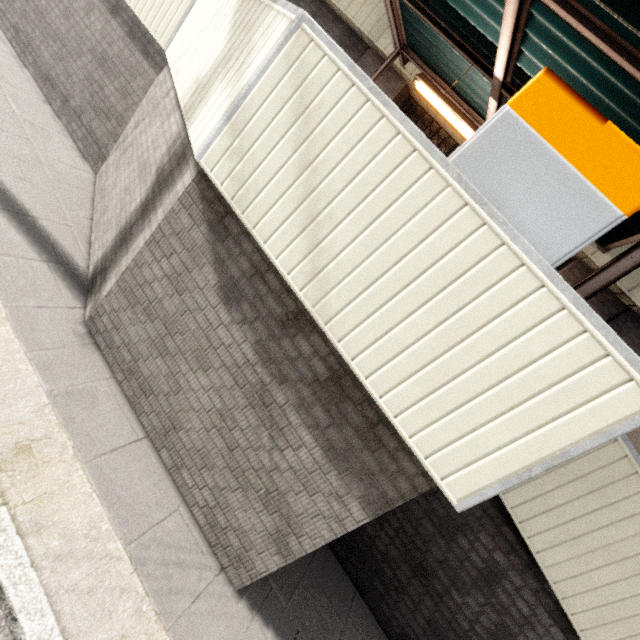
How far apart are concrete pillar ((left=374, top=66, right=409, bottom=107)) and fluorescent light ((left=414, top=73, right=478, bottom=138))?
2.8m

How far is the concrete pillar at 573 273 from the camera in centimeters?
636cm

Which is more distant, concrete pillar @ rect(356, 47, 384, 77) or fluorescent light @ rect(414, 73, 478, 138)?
concrete pillar @ rect(356, 47, 384, 77)

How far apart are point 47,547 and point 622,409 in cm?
351

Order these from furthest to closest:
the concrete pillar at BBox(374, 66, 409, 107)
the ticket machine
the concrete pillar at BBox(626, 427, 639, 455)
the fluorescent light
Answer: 1. the concrete pillar at BBox(374, 66, 409, 107)
2. the concrete pillar at BBox(626, 427, 639, 455)
3. the fluorescent light
4. the ticket machine

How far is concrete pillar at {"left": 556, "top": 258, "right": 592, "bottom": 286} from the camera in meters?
6.4 m

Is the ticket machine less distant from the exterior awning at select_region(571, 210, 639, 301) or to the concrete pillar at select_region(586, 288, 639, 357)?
the exterior awning at select_region(571, 210, 639, 301)

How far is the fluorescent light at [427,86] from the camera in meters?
4.6 m
